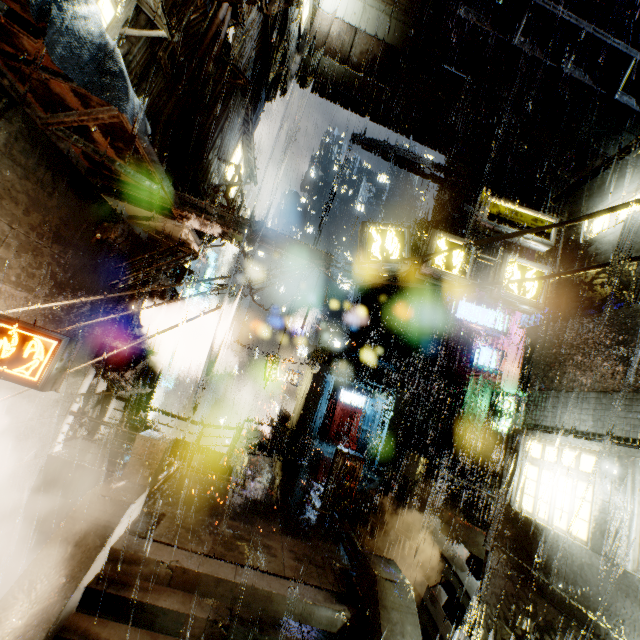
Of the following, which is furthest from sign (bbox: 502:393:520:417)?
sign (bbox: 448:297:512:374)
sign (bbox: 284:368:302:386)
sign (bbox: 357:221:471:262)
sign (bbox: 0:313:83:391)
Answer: sign (bbox: 0:313:83:391)

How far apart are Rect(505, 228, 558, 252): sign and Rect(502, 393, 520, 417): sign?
13.1 meters

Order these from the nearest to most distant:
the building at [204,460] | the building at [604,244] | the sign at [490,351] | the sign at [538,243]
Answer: the building at [604,244] < the sign at [538,243] < the building at [204,460] < the sign at [490,351]

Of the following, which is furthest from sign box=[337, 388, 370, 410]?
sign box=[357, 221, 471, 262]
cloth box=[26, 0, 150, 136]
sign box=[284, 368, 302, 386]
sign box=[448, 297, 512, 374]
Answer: cloth box=[26, 0, 150, 136]

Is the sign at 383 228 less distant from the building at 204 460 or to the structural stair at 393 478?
the building at 204 460

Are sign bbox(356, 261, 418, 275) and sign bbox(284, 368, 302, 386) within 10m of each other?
no

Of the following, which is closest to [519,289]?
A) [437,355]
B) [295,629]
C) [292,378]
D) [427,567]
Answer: [295,629]

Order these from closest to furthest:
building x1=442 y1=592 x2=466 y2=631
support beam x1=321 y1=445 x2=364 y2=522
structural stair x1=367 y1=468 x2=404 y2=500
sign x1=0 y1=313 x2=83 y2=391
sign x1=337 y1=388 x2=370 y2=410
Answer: sign x1=0 y1=313 x2=83 y2=391
building x1=442 y1=592 x2=466 y2=631
support beam x1=321 y1=445 x2=364 y2=522
structural stair x1=367 y1=468 x2=404 y2=500
sign x1=337 y1=388 x2=370 y2=410
